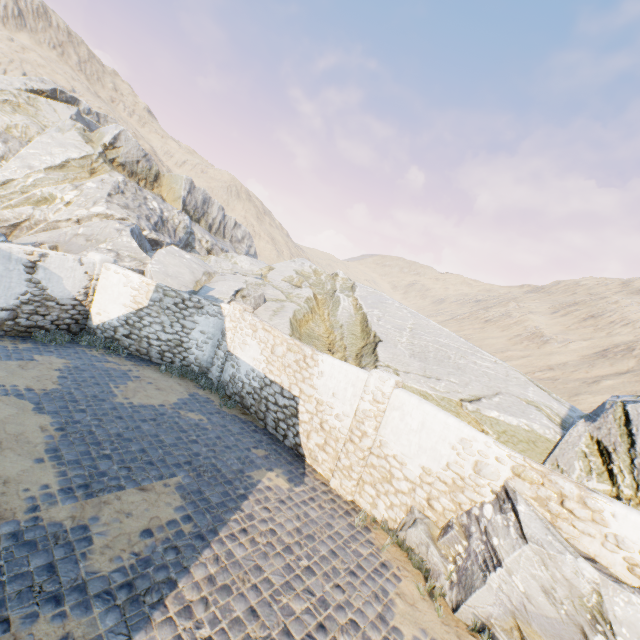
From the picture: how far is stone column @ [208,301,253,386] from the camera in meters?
11.8 m

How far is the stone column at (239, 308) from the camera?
11.8 meters

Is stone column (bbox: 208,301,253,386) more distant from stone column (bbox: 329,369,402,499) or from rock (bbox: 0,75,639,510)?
stone column (bbox: 329,369,402,499)

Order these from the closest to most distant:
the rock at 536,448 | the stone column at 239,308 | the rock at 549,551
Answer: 1. the rock at 549,551
2. the rock at 536,448
3. the stone column at 239,308

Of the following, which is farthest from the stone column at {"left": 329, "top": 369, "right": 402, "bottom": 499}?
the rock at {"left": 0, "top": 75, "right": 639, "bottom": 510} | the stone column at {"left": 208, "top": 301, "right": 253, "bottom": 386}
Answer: the stone column at {"left": 208, "top": 301, "right": 253, "bottom": 386}

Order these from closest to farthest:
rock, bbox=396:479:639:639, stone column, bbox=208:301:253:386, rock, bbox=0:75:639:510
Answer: rock, bbox=396:479:639:639, rock, bbox=0:75:639:510, stone column, bbox=208:301:253:386

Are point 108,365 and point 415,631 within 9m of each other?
no
